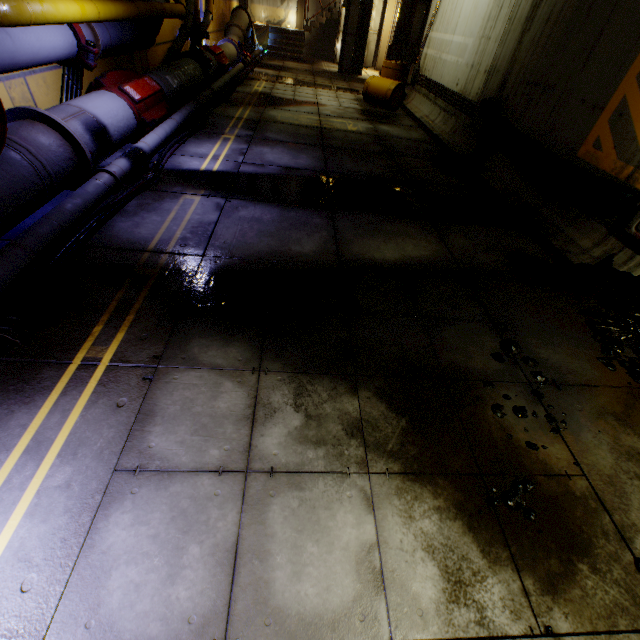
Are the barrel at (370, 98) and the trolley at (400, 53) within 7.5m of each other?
yes

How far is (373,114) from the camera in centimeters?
992cm

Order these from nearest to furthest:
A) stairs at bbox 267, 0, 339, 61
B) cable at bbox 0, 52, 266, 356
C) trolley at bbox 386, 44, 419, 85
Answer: cable at bbox 0, 52, 266, 356 < trolley at bbox 386, 44, 419, 85 < stairs at bbox 267, 0, 339, 61

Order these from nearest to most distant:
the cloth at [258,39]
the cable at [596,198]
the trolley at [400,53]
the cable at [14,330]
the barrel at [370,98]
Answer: the cable at [14,330], the cable at [596,198], the barrel at [370,98], the trolley at [400,53], the cloth at [258,39]

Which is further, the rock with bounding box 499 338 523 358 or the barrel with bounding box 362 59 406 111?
the barrel with bounding box 362 59 406 111

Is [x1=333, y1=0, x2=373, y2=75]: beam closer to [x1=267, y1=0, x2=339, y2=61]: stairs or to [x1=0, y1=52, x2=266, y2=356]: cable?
[x1=267, y1=0, x2=339, y2=61]: stairs

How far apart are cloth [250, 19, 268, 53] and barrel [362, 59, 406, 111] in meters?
10.2 m

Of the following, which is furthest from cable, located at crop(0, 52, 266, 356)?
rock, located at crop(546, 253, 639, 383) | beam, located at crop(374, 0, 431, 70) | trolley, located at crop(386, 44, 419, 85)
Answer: beam, located at crop(374, 0, 431, 70)
